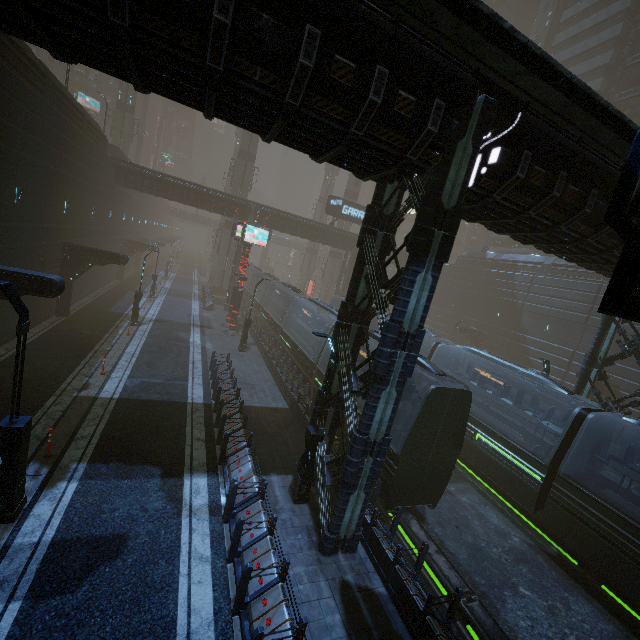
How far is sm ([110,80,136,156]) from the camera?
43.59m

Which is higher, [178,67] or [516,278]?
[516,278]

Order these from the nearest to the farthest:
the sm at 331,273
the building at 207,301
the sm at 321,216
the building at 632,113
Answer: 1. the building at 207,301
2. the building at 632,113
3. the sm at 331,273
4. the sm at 321,216

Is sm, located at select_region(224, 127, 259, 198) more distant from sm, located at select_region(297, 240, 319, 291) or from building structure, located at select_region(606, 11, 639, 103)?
building structure, located at select_region(606, 11, 639, 103)

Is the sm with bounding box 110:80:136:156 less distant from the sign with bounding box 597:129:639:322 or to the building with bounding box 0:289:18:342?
the building with bounding box 0:289:18:342

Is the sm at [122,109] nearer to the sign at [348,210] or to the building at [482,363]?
the building at [482,363]

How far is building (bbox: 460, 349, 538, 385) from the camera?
31.9m
